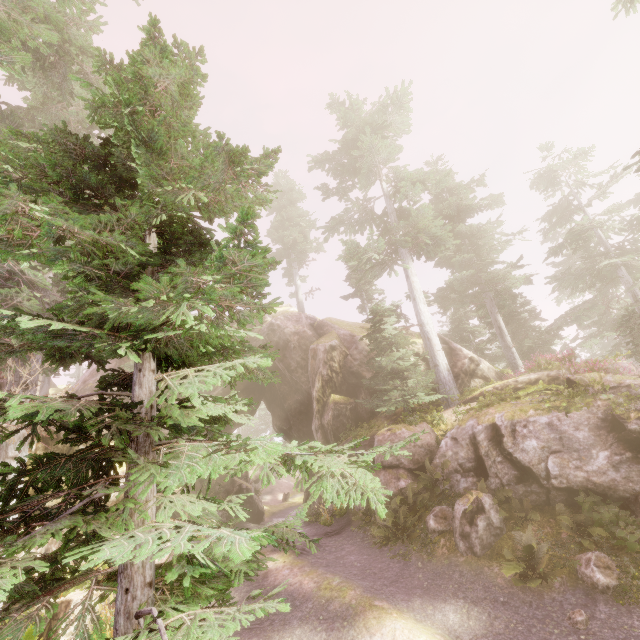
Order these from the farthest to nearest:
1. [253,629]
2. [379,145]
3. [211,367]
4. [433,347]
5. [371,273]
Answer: [371,273]
[379,145]
[433,347]
[253,629]
[211,367]

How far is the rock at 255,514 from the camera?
25.39m

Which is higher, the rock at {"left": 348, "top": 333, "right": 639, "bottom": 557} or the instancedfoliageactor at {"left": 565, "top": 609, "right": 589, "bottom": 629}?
the rock at {"left": 348, "top": 333, "right": 639, "bottom": 557}

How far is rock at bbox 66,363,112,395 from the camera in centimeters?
2088cm

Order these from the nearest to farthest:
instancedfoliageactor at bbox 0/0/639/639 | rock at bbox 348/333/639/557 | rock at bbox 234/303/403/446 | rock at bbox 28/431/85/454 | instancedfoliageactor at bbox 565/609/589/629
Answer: instancedfoliageactor at bbox 0/0/639/639, instancedfoliageactor at bbox 565/609/589/629, rock at bbox 348/333/639/557, rock at bbox 28/431/85/454, rock at bbox 234/303/403/446
